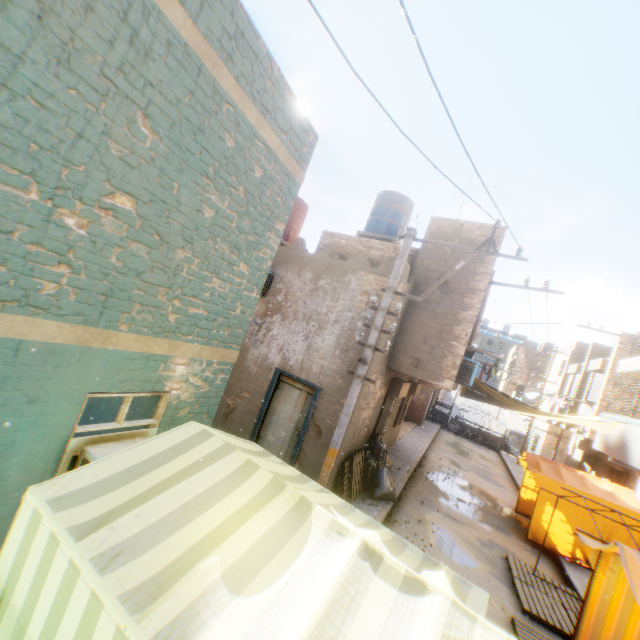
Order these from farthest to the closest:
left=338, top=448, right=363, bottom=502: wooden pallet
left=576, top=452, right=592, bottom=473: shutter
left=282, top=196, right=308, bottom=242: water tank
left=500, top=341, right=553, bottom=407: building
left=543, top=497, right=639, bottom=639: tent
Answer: left=500, top=341, right=553, bottom=407: building, left=576, top=452, right=592, bottom=473: shutter, left=282, top=196, right=308, bottom=242: water tank, left=338, top=448, right=363, bottom=502: wooden pallet, left=543, top=497, right=639, bottom=639: tent

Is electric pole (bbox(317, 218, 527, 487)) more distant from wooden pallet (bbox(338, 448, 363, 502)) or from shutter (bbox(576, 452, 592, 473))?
shutter (bbox(576, 452, 592, 473))

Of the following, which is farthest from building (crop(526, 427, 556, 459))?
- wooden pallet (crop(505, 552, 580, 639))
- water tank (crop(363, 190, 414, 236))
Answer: water tank (crop(363, 190, 414, 236))

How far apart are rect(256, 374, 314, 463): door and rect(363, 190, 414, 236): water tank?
6.5m

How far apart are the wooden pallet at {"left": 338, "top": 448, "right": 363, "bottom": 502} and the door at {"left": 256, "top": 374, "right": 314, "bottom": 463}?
1.3 meters

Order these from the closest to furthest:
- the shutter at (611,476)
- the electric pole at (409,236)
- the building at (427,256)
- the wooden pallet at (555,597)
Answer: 1. the electric pole at (409,236)
2. the wooden pallet at (555,597)
3. the building at (427,256)
4. the shutter at (611,476)

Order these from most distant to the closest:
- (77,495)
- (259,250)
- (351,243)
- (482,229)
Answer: (351,243)
(482,229)
(259,250)
(77,495)

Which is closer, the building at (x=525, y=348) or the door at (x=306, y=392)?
the door at (x=306, y=392)
